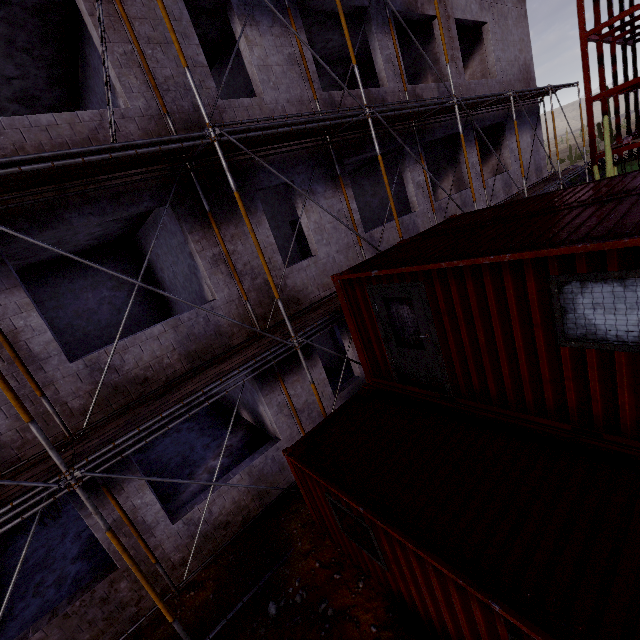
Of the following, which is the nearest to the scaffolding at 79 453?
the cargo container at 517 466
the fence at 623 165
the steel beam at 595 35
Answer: the cargo container at 517 466

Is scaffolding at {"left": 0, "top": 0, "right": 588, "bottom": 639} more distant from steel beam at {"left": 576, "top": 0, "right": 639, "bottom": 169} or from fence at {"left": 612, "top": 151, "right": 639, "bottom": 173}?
fence at {"left": 612, "top": 151, "right": 639, "bottom": 173}

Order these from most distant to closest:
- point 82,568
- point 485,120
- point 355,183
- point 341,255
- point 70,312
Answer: point 355,183, point 485,120, point 70,312, point 341,255, point 82,568

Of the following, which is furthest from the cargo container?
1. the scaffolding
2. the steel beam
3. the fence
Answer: the fence

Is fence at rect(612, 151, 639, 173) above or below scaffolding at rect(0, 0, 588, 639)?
below

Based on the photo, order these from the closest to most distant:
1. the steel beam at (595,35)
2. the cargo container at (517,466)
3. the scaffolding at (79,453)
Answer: the cargo container at (517,466), the scaffolding at (79,453), the steel beam at (595,35)

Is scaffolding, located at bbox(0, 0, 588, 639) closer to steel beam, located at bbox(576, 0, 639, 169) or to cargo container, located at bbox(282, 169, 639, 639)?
cargo container, located at bbox(282, 169, 639, 639)

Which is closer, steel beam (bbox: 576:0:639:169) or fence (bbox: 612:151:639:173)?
steel beam (bbox: 576:0:639:169)
